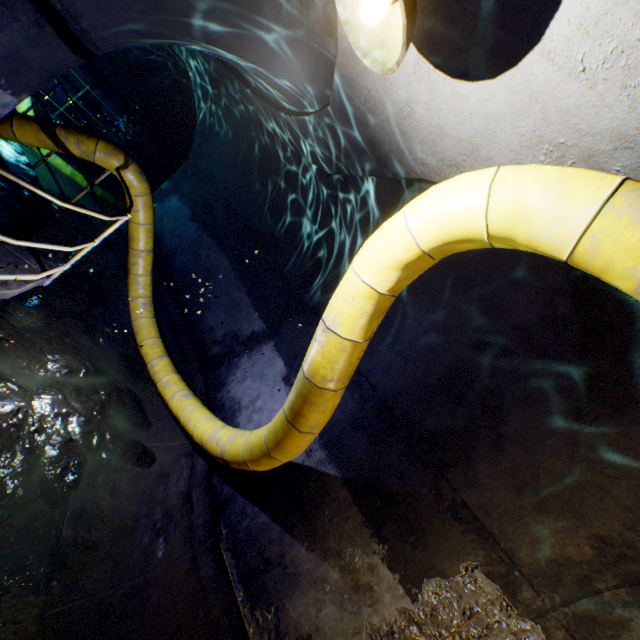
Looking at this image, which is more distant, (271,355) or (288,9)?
(271,355)

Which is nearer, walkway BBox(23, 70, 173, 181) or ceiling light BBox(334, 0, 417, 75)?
ceiling light BBox(334, 0, 417, 75)

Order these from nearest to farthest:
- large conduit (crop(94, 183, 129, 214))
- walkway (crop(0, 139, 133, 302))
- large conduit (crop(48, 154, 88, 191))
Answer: walkway (crop(0, 139, 133, 302)), large conduit (crop(94, 183, 129, 214)), large conduit (crop(48, 154, 88, 191))

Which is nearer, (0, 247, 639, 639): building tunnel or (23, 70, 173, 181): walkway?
(0, 247, 639, 639): building tunnel

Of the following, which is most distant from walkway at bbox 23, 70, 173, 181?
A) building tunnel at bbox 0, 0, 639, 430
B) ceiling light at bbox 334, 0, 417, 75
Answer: ceiling light at bbox 334, 0, 417, 75

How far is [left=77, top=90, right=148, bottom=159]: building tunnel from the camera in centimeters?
1009cm

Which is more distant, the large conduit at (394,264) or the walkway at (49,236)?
the walkway at (49,236)

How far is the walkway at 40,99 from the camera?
5.75m
